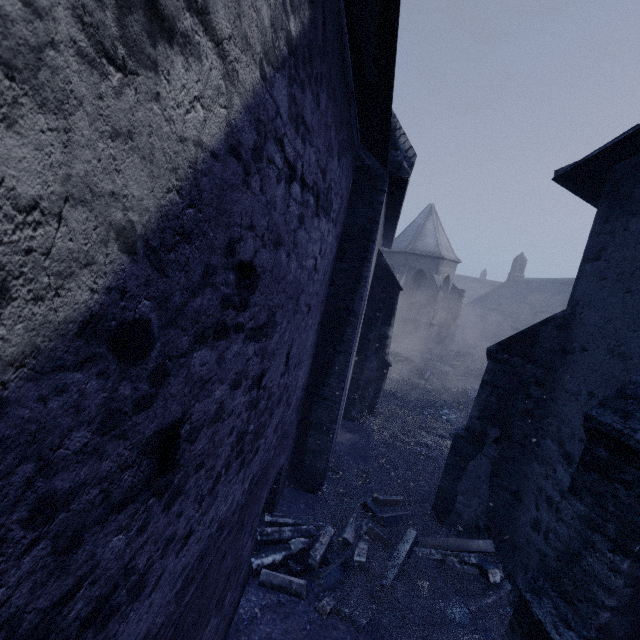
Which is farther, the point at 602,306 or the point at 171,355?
the point at 602,306
